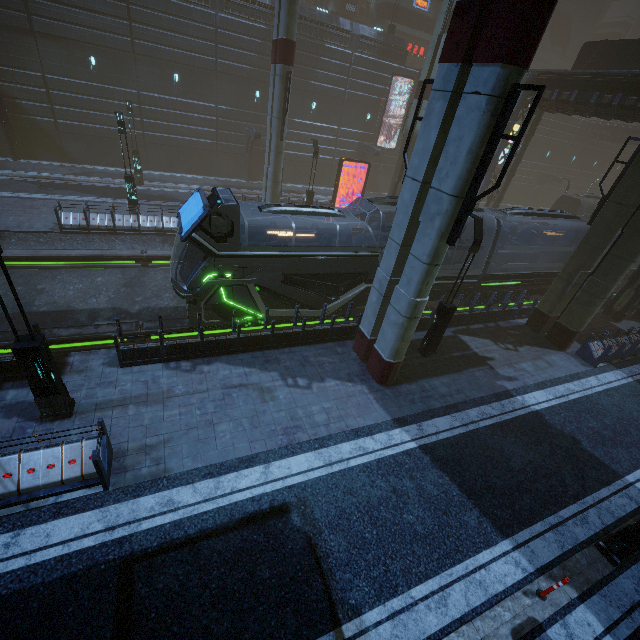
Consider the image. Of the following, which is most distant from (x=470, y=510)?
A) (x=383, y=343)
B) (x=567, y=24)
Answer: (x=567, y=24)

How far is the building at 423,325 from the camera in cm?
1441

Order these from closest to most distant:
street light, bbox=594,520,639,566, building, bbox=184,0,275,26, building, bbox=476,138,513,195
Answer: street light, bbox=594,520,639,566 → building, bbox=184,0,275,26 → building, bbox=476,138,513,195

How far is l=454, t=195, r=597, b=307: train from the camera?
16.22m

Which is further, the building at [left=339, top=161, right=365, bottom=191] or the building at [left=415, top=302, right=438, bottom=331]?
the building at [left=339, top=161, right=365, bottom=191]

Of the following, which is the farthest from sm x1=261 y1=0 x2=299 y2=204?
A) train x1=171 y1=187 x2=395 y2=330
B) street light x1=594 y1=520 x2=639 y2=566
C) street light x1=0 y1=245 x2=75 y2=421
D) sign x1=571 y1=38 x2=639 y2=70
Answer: sign x1=571 y1=38 x2=639 y2=70

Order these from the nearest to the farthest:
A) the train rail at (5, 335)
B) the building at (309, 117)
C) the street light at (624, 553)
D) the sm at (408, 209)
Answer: the sm at (408, 209), the street light at (624, 553), the train rail at (5, 335), the building at (309, 117)

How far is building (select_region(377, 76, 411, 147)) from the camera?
32.5m
